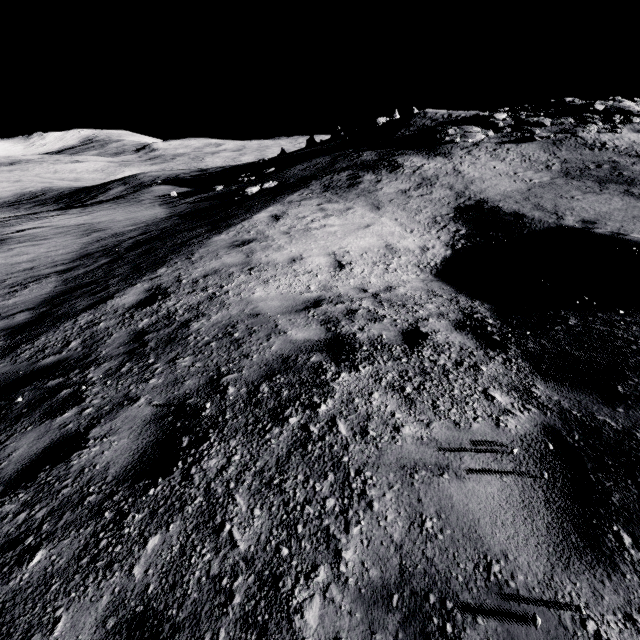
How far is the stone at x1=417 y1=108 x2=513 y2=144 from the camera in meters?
21.3

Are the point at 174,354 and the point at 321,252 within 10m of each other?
yes

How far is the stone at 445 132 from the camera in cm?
2128
